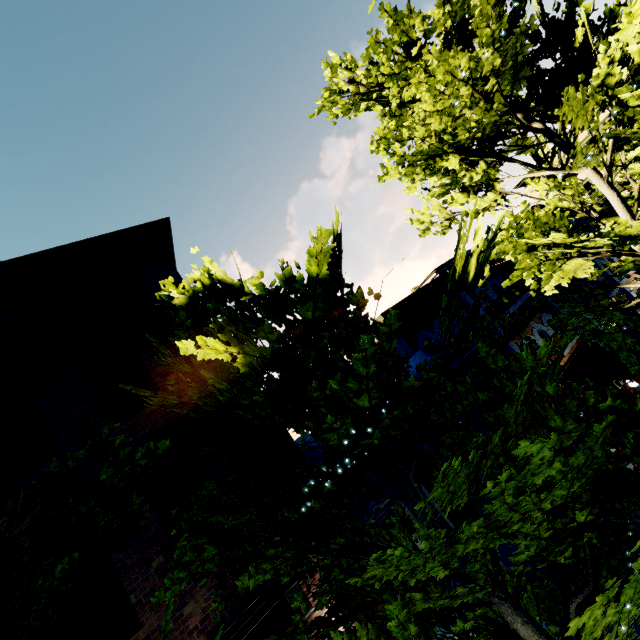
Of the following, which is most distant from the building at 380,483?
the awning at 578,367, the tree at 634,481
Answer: the awning at 578,367

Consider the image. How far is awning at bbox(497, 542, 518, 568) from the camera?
5.7m

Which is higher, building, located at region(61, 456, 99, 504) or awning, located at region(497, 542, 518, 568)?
building, located at region(61, 456, 99, 504)

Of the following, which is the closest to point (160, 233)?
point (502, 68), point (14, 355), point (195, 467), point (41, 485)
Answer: point (14, 355)

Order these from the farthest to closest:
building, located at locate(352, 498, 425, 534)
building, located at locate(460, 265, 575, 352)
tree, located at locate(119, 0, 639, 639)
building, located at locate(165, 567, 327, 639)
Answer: building, located at locate(460, 265, 575, 352)
building, located at locate(352, 498, 425, 534)
building, located at locate(165, 567, 327, 639)
tree, located at locate(119, 0, 639, 639)

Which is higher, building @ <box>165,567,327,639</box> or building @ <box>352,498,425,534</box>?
building @ <box>165,567,327,639</box>

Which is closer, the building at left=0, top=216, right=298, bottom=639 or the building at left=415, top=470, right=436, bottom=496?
the building at left=0, top=216, right=298, bottom=639

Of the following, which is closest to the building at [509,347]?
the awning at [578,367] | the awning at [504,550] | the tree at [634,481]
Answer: the tree at [634,481]
